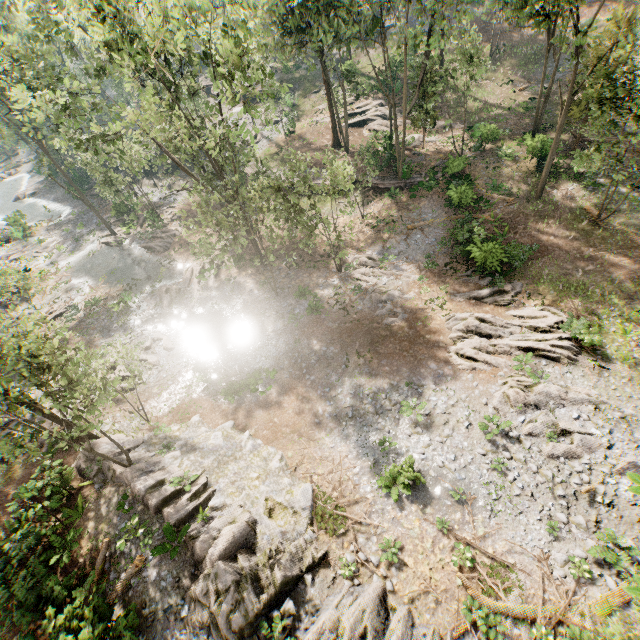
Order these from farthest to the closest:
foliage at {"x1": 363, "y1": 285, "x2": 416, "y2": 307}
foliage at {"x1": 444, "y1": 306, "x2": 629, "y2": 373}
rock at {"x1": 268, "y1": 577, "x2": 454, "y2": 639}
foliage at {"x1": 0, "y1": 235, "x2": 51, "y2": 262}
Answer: foliage at {"x1": 0, "y1": 235, "x2": 51, "y2": 262} < foliage at {"x1": 363, "y1": 285, "x2": 416, "y2": 307} < foliage at {"x1": 444, "y1": 306, "x2": 629, "y2": 373} < rock at {"x1": 268, "y1": 577, "x2": 454, "y2": 639}

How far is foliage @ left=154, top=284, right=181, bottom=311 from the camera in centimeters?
2798cm

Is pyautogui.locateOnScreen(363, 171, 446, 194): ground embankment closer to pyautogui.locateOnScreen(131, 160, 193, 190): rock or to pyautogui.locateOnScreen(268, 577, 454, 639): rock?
pyautogui.locateOnScreen(131, 160, 193, 190): rock

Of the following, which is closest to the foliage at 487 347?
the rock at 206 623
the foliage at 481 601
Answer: the rock at 206 623

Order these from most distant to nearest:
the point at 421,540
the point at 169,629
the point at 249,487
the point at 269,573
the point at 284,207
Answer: the point at 284,207 < the point at 249,487 < the point at 421,540 < the point at 269,573 < the point at 169,629

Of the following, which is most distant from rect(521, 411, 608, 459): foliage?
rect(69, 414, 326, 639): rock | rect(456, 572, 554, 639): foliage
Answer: rect(456, 572, 554, 639): foliage

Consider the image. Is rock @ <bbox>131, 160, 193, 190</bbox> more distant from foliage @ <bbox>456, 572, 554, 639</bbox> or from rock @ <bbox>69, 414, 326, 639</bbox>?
A: foliage @ <bbox>456, 572, 554, 639</bbox>

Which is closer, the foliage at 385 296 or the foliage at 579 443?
the foliage at 579 443
